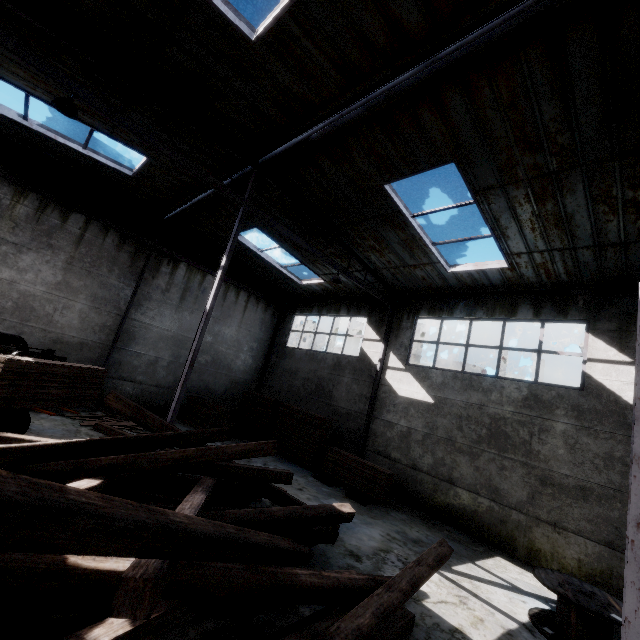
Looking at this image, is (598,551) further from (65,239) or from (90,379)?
(65,239)

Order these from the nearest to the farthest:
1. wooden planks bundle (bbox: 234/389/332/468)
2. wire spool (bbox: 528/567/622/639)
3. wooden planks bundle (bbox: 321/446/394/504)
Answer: wire spool (bbox: 528/567/622/639), wooden planks bundle (bbox: 321/446/394/504), wooden planks bundle (bbox: 234/389/332/468)

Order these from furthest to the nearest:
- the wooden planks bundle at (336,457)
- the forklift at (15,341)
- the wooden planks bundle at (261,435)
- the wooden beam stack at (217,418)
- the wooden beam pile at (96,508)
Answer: the wooden beam stack at (217,418), the wooden planks bundle at (261,435), the wooden planks bundle at (336,457), the forklift at (15,341), the wooden beam pile at (96,508)

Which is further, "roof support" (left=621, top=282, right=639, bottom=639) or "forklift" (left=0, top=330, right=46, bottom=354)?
"forklift" (left=0, top=330, right=46, bottom=354)

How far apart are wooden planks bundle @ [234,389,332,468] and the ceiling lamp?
11.0 meters

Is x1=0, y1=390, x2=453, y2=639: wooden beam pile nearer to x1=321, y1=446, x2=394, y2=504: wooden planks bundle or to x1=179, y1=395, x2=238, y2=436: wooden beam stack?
x1=321, y1=446, x2=394, y2=504: wooden planks bundle

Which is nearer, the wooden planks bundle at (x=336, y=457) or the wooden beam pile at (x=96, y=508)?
the wooden beam pile at (x=96, y=508)

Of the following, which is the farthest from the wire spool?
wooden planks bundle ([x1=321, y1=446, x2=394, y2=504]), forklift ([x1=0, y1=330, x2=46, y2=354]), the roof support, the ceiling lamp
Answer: the ceiling lamp
